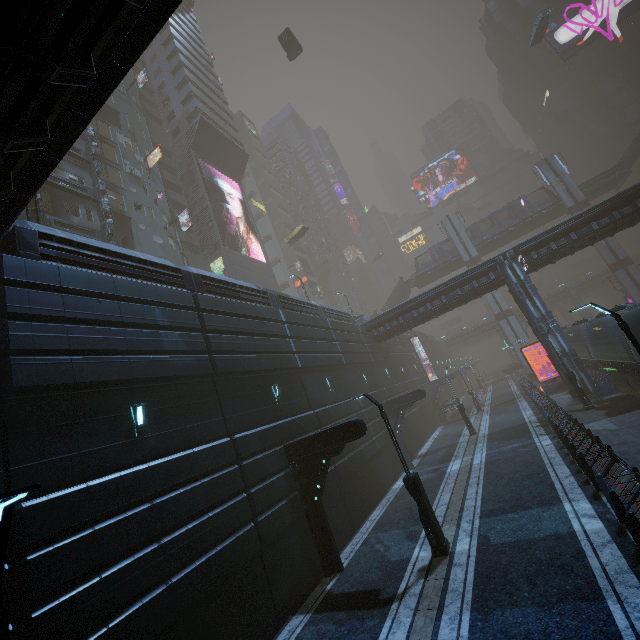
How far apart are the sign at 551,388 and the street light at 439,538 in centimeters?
2497cm

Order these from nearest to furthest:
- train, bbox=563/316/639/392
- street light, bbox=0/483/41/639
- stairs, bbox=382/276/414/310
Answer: street light, bbox=0/483/41/639 → train, bbox=563/316/639/392 → stairs, bbox=382/276/414/310

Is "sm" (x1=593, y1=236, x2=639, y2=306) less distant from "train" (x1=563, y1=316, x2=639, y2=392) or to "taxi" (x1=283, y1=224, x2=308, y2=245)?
"train" (x1=563, y1=316, x2=639, y2=392)

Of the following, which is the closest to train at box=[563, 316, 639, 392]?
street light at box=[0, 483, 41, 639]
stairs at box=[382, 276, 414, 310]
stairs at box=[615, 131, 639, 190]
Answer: stairs at box=[382, 276, 414, 310]

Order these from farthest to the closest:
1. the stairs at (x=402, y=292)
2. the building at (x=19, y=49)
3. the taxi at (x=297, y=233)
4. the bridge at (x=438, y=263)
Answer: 1. the stairs at (x=402, y=292)
2. the bridge at (x=438, y=263)
3. the taxi at (x=297, y=233)
4. the building at (x=19, y=49)

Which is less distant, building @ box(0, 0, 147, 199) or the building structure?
building @ box(0, 0, 147, 199)

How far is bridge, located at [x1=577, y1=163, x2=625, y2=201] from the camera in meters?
41.7

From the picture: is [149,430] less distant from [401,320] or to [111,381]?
[111,381]
